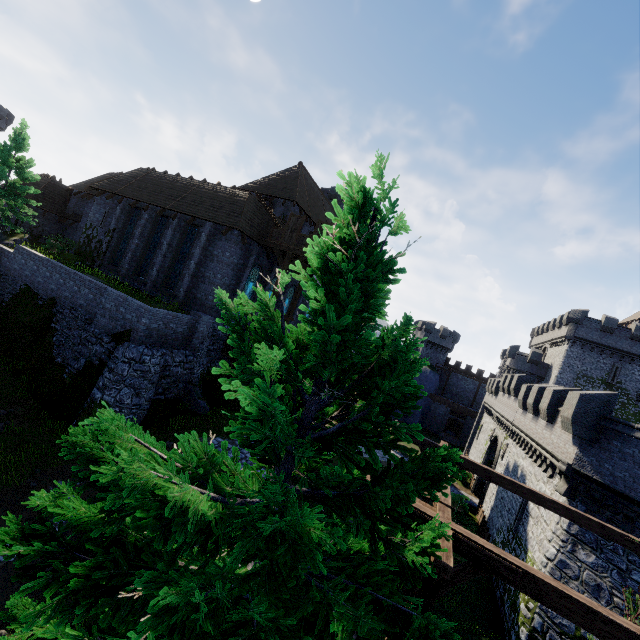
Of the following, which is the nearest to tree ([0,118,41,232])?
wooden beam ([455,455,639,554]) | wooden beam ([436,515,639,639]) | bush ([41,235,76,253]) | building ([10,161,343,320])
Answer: bush ([41,235,76,253])

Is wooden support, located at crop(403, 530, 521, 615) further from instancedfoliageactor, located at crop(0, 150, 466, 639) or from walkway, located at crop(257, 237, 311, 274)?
walkway, located at crop(257, 237, 311, 274)

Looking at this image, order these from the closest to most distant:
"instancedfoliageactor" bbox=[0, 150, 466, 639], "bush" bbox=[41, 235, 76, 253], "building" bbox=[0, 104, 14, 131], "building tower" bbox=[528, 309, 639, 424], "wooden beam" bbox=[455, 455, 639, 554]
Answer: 1. "instancedfoliageactor" bbox=[0, 150, 466, 639]
2. "wooden beam" bbox=[455, 455, 639, 554]
3. "bush" bbox=[41, 235, 76, 253]
4. "building tower" bbox=[528, 309, 639, 424]
5. "building" bbox=[0, 104, 14, 131]

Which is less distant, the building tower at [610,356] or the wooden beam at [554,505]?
the wooden beam at [554,505]

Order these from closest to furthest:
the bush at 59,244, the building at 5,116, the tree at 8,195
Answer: the tree at 8,195 < the bush at 59,244 < the building at 5,116

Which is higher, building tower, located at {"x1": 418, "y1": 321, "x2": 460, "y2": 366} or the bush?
building tower, located at {"x1": 418, "y1": 321, "x2": 460, "y2": 366}

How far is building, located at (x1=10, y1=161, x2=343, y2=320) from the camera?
20.8 meters

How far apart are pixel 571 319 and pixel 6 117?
88.4 meters
